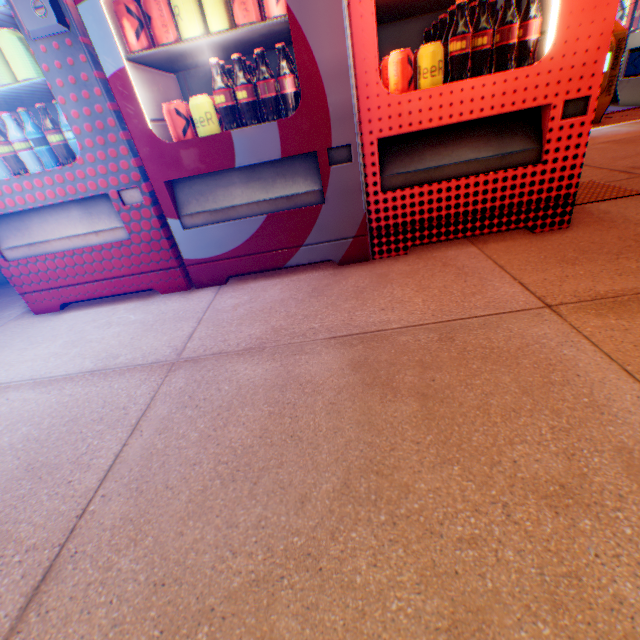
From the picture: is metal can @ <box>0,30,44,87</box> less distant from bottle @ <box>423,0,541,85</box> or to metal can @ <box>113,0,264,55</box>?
metal can @ <box>113,0,264,55</box>

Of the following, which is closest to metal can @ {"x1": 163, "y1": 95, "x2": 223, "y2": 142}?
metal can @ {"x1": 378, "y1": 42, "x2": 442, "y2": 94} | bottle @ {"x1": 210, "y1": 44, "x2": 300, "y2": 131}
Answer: bottle @ {"x1": 210, "y1": 44, "x2": 300, "y2": 131}

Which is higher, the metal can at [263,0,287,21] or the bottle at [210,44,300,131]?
the metal can at [263,0,287,21]

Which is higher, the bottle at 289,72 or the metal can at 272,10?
the metal can at 272,10

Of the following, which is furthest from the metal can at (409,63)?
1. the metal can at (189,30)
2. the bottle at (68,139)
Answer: the bottle at (68,139)

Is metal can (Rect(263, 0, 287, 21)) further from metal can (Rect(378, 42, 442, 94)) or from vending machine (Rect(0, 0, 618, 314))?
metal can (Rect(378, 42, 442, 94))

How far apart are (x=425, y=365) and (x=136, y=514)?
0.93m
